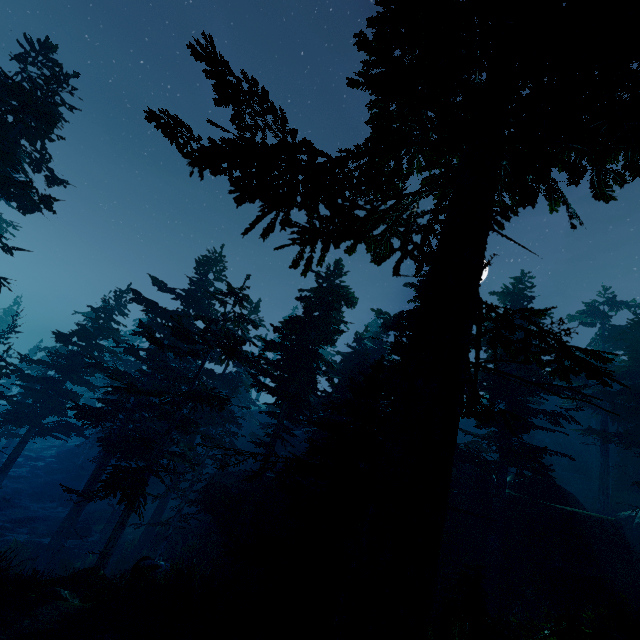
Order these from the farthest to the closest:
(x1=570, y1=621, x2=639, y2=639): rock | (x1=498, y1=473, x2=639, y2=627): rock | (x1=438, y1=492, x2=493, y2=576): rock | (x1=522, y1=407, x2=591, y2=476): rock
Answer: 1. (x1=522, y1=407, x2=591, y2=476): rock
2. (x1=438, y1=492, x2=493, y2=576): rock
3. (x1=498, y1=473, x2=639, y2=627): rock
4. (x1=570, y1=621, x2=639, y2=639): rock

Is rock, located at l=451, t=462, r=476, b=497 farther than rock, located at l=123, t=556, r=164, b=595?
Yes

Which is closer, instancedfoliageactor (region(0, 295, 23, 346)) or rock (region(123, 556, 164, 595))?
rock (region(123, 556, 164, 595))

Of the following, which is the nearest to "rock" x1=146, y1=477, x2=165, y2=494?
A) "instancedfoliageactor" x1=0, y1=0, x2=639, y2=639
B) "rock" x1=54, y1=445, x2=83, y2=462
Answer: "instancedfoliageactor" x1=0, y1=0, x2=639, y2=639

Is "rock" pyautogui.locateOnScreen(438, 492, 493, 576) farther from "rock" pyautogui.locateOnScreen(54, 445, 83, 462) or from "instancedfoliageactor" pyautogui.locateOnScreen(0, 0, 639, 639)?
"rock" pyautogui.locateOnScreen(54, 445, 83, 462)

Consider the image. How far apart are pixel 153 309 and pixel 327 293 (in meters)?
13.45

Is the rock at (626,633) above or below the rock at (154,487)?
above
